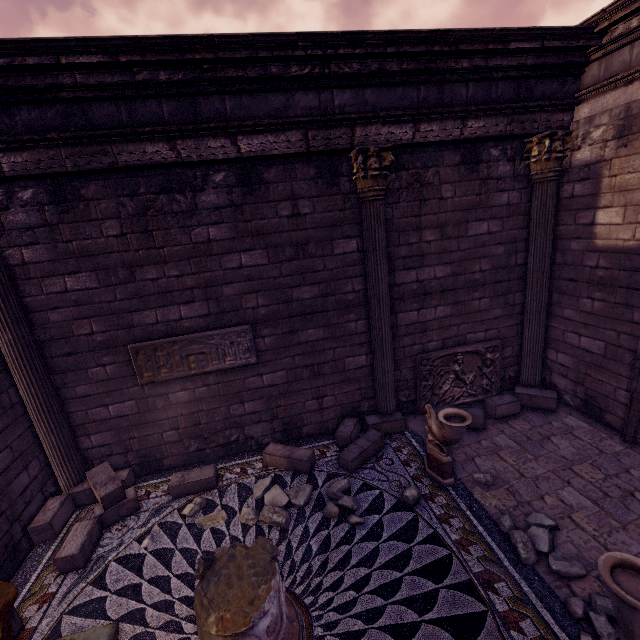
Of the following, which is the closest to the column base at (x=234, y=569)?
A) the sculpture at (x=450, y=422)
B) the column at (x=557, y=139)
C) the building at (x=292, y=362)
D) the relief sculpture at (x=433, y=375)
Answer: the building at (x=292, y=362)

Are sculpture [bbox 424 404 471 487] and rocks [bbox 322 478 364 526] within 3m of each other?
yes

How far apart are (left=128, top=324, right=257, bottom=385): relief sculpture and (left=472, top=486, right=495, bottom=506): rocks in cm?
382

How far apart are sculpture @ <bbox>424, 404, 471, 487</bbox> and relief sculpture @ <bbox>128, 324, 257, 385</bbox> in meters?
2.8

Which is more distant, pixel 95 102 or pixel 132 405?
pixel 132 405

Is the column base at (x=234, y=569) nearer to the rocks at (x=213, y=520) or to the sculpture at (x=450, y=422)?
the rocks at (x=213, y=520)

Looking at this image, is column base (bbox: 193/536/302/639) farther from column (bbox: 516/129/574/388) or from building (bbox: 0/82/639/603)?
column (bbox: 516/129/574/388)

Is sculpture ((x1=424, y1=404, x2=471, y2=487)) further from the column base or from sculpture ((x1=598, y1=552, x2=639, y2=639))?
the column base
